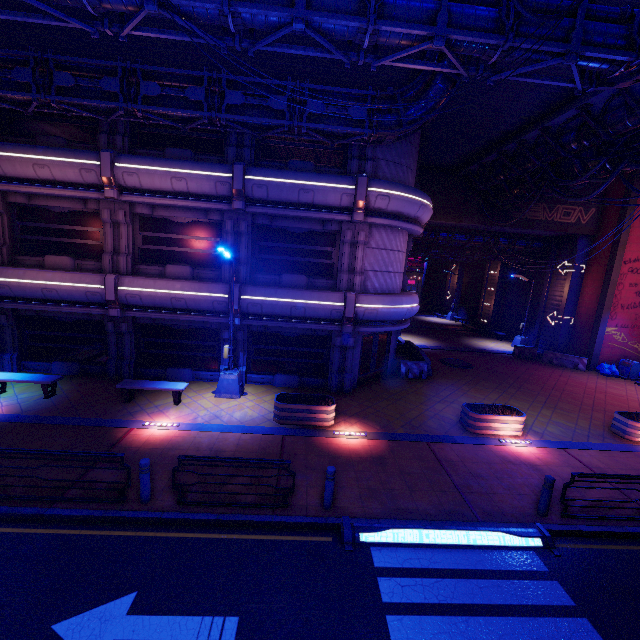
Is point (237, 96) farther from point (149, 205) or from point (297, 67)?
point (149, 205)

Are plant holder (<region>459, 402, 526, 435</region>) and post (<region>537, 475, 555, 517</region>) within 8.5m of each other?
yes

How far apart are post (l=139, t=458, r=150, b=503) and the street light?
5.7 meters

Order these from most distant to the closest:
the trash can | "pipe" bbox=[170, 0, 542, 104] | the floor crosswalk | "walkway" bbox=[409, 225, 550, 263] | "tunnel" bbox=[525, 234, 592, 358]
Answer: "walkway" bbox=[409, 225, 550, 263]
"tunnel" bbox=[525, 234, 592, 358]
the trash can
the floor crosswalk
"pipe" bbox=[170, 0, 542, 104]

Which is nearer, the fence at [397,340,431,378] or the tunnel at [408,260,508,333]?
the fence at [397,340,431,378]

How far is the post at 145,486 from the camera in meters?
7.4 m

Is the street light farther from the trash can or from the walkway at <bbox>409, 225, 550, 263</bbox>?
the trash can

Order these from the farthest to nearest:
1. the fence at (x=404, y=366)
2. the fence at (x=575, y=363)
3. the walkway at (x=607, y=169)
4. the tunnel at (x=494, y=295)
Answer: the tunnel at (x=494, y=295)
the fence at (x=575, y=363)
the fence at (x=404, y=366)
the walkway at (x=607, y=169)
